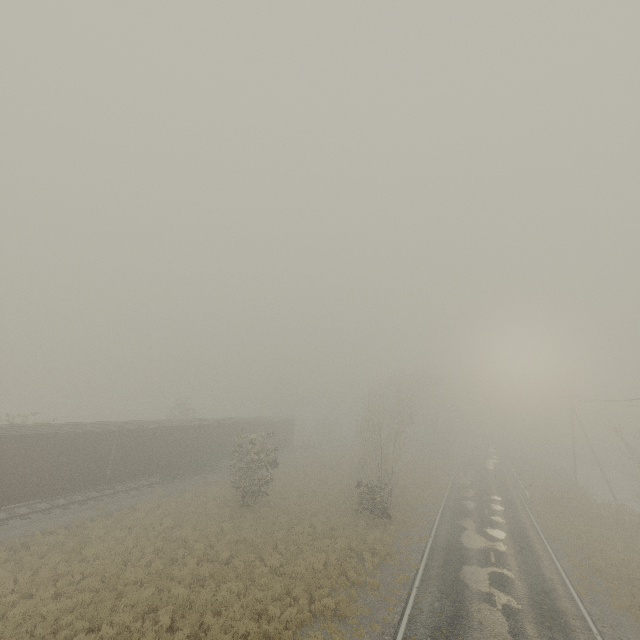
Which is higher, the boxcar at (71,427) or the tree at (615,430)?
the tree at (615,430)

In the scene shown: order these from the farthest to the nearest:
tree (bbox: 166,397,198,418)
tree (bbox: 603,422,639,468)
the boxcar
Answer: tree (bbox: 166,397,198,418) → tree (bbox: 603,422,639,468) → the boxcar

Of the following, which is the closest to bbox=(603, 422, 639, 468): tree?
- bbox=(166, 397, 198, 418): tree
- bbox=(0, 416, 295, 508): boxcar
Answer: bbox=(166, 397, 198, 418): tree

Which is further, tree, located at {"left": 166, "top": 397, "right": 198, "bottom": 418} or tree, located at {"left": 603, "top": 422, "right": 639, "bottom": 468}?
tree, located at {"left": 166, "top": 397, "right": 198, "bottom": 418}

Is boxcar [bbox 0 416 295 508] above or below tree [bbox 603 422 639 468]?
below

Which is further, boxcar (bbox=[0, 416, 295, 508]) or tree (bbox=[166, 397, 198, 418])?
tree (bbox=[166, 397, 198, 418])

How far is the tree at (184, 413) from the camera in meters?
42.8 m

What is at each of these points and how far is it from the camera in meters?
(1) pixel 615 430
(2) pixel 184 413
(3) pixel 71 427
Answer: (1) tree, 28.6
(2) tree, 43.3
(3) boxcar, 20.4
